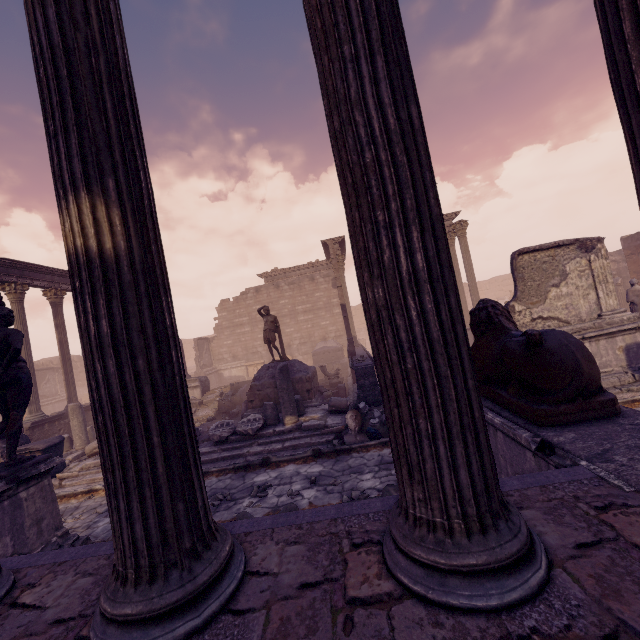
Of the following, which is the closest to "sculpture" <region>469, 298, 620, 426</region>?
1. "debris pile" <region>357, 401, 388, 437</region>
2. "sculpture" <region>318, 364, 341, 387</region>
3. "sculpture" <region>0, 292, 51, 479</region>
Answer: "debris pile" <region>357, 401, 388, 437</region>

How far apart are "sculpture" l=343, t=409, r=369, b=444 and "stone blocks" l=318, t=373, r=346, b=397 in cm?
537

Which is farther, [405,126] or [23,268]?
[23,268]

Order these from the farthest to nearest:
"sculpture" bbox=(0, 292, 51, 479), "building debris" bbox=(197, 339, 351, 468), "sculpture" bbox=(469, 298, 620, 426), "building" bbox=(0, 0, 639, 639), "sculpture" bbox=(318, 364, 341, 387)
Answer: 1. "sculpture" bbox=(318, 364, 341, 387)
2. "building debris" bbox=(197, 339, 351, 468)
3. "sculpture" bbox=(0, 292, 51, 479)
4. "sculpture" bbox=(469, 298, 620, 426)
5. "building" bbox=(0, 0, 639, 639)

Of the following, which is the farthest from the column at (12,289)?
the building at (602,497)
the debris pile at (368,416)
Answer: the debris pile at (368,416)

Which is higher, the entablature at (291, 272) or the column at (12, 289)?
the entablature at (291, 272)

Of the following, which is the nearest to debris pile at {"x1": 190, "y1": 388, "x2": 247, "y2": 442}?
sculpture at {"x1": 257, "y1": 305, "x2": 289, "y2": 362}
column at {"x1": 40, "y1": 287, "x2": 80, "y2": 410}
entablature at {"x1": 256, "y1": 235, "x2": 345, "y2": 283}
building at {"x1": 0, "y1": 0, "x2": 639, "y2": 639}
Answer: sculpture at {"x1": 257, "y1": 305, "x2": 289, "y2": 362}

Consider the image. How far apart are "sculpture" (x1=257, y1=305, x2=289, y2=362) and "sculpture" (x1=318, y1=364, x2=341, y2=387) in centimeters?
247cm
